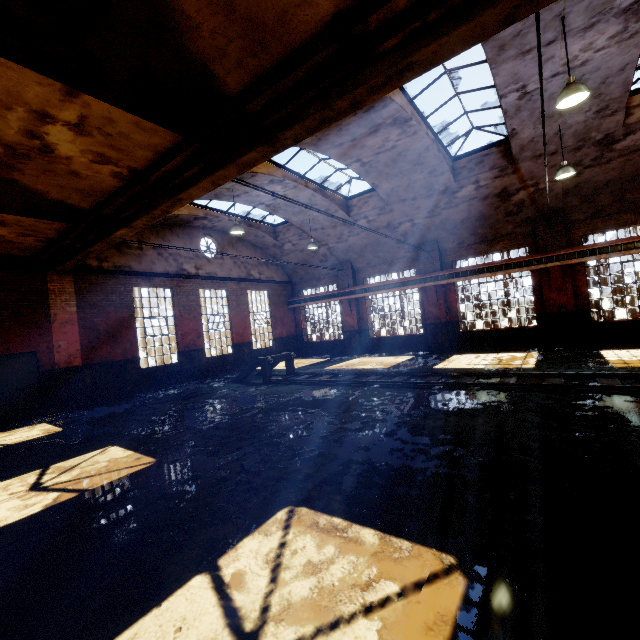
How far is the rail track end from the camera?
12.46m

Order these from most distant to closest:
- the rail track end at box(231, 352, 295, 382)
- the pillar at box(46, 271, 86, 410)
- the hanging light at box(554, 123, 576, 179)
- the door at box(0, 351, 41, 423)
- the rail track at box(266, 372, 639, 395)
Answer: the rail track end at box(231, 352, 295, 382) → the pillar at box(46, 271, 86, 410) → the door at box(0, 351, 41, 423) → the hanging light at box(554, 123, 576, 179) → the rail track at box(266, 372, 639, 395)

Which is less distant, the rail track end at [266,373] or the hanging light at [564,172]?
the hanging light at [564,172]

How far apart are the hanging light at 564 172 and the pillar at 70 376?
16.94m

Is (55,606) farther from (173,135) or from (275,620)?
(173,135)

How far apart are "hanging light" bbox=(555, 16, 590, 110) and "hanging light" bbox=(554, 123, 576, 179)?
4.2m

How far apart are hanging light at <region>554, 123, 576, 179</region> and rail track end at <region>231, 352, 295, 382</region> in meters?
10.9

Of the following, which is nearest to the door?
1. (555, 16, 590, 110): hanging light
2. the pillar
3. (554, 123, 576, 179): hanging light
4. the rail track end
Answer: the pillar
